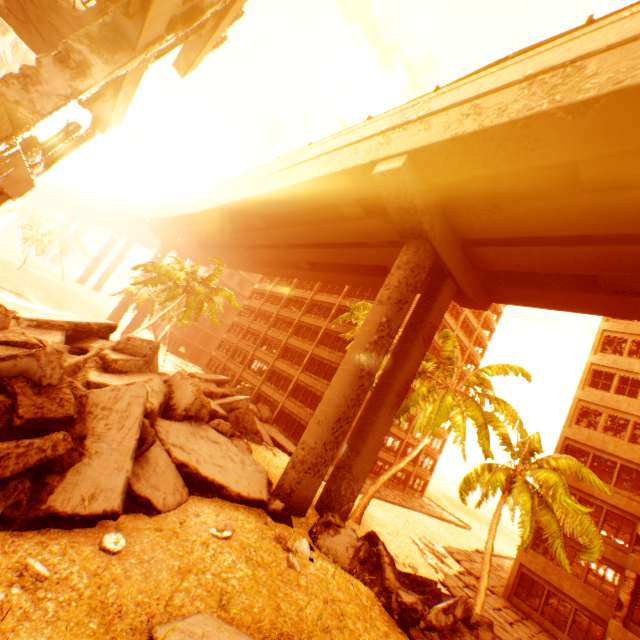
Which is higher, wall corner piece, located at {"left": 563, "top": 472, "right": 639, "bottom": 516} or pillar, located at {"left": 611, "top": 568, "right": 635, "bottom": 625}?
wall corner piece, located at {"left": 563, "top": 472, "right": 639, "bottom": 516}

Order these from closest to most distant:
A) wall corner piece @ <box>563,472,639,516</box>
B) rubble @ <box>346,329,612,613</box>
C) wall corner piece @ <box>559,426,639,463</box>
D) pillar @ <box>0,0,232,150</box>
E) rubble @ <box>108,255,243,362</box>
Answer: pillar @ <box>0,0,232,150</box>
rubble @ <box>346,329,612,613</box>
wall corner piece @ <box>563,472,639,516</box>
wall corner piece @ <box>559,426,639,463</box>
rubble @ <box>108,255,243,362</box>

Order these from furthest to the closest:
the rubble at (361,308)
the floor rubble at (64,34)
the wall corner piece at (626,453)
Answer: the rubble at (361,308)
the wall corner piece at (626,453)
the floor rubble at (64,34)

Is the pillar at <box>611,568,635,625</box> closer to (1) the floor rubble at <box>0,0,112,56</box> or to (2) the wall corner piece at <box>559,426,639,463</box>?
(2) the wall corner piece at <box>559,426,639,463</box>

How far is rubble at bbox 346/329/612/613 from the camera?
11.7 meters

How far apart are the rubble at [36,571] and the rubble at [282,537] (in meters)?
5.84

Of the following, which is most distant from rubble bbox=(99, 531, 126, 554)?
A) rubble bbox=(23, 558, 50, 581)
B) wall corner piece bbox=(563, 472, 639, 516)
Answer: wall corner piece bbox=(563, 472, 639, 516)

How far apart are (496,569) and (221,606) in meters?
31.9
